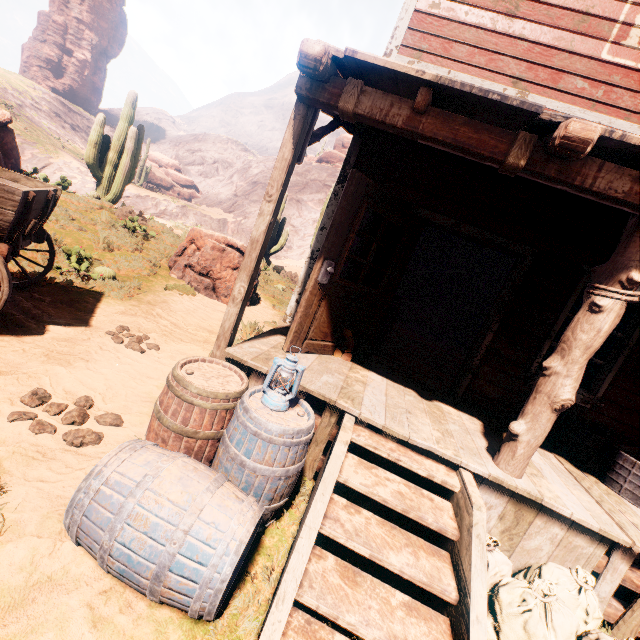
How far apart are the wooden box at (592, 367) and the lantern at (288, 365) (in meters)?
10.58

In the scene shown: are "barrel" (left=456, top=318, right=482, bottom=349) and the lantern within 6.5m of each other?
no

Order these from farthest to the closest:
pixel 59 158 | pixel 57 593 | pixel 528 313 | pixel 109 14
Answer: pixel 109 14 → pixel 59 158 → pixel 528 313 → pixel 57 593

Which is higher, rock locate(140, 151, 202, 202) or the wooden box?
rock locate(140, 151, 202, 202)

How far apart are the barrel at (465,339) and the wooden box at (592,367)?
2.83m

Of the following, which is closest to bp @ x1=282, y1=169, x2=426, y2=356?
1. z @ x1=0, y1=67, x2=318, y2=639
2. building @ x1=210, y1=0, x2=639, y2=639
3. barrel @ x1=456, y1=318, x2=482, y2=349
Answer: z @ x1=0, y1=67, x2=318, y2=639

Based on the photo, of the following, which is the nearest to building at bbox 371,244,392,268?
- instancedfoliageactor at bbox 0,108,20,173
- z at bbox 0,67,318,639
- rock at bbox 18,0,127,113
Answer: z at bbox 0,67,318,639

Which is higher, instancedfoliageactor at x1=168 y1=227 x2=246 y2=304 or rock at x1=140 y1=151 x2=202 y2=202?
rock at x1=140 y1=151 x2=202 y2=202
